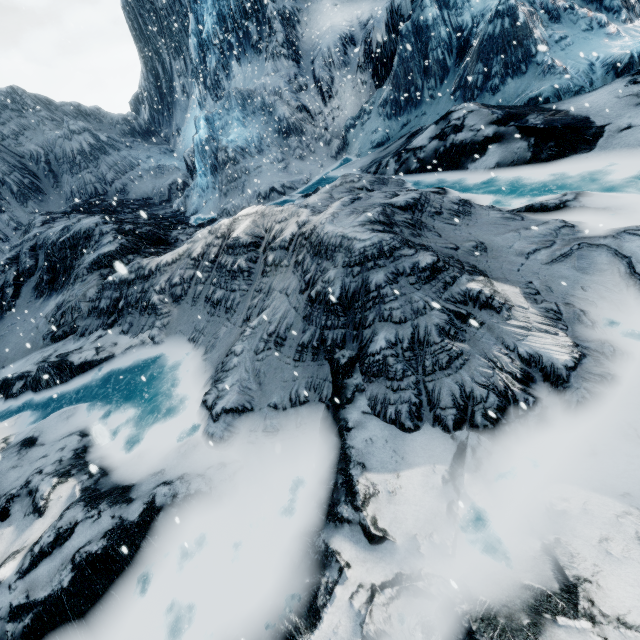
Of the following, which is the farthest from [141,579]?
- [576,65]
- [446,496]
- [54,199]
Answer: [54,199]
